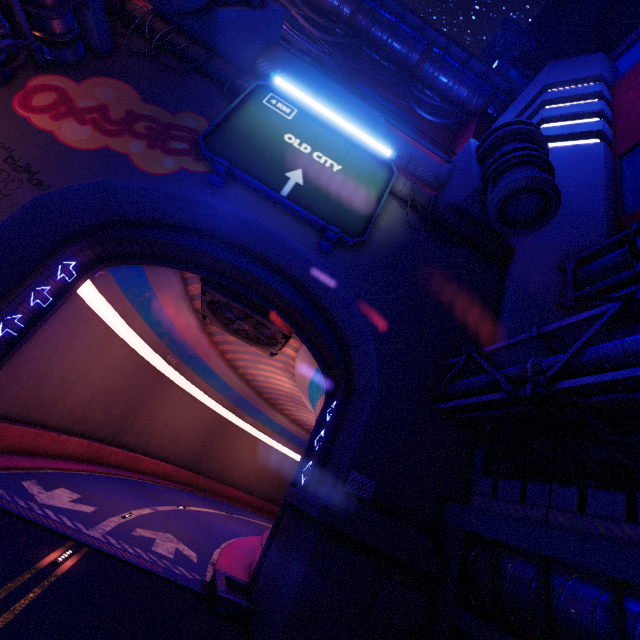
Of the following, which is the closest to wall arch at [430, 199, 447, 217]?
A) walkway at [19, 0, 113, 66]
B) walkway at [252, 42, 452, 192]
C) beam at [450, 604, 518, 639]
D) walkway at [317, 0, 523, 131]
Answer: walkway at [19, 0, 113, 66]

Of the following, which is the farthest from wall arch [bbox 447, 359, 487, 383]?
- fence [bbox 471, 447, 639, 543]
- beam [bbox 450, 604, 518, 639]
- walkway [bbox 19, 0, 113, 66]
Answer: fence [bbox 471, 447, 639, 543]

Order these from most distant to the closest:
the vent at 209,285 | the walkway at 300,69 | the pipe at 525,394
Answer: the walkway at 300,69, the vent at 209,285, the pipe at 525,394

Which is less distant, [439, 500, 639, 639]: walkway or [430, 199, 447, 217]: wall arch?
[439, 500, 639, 639]: walkway

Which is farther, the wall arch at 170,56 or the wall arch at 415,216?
the wall arch at 415,216

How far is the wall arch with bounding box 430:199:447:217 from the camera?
16.0m

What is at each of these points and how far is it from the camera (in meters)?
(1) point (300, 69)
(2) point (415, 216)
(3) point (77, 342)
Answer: (1) walkway, 19.36
(2) wall arch, 15.90
(3) tunnel, 17.62
